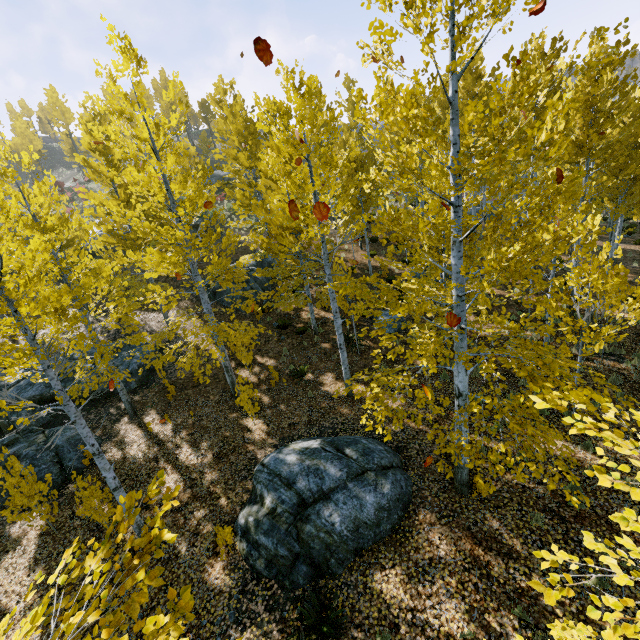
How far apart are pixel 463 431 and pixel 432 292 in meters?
3.5 m

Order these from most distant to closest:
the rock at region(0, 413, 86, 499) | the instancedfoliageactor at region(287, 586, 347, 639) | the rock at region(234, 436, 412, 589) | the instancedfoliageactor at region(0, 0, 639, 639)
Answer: the rock at region(0, 413, 86, 499) < the rock at region(234, 436, 412, 589) < the instancedfoliageactor at region(287, 586, 347, 639) < the instancedfoliageactor at region(0, 0, 639, 639)

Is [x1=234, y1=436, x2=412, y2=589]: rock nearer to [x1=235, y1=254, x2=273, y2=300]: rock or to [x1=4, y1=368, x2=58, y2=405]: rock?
[x1=4, y1=368, x2=58, y2=405]: rock

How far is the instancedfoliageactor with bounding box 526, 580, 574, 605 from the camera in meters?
2.0 m

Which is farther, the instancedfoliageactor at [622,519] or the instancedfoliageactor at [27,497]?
the instancedfoliageactor at [27,497]

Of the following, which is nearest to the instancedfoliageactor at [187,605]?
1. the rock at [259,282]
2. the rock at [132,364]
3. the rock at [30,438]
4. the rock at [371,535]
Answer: the rock at [259,282]

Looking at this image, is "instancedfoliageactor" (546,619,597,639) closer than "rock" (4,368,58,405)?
Yes

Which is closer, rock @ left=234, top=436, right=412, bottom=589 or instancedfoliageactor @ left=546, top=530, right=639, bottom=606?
instancedfoliageactor @ left=546, top=530, right=639, bottom=606
